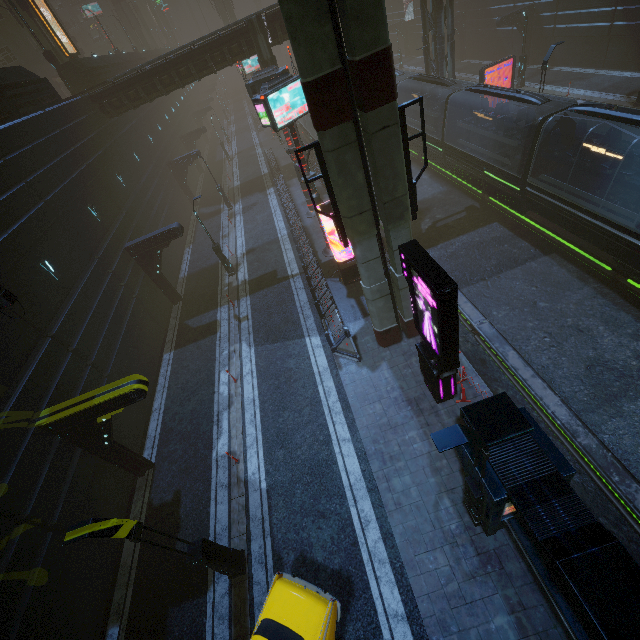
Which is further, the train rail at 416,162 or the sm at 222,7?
the sm at 222,7

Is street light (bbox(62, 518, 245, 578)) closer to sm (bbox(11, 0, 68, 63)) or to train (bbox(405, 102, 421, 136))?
sm (bbox(11, 0, 68, 63))

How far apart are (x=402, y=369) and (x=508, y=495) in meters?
6.9

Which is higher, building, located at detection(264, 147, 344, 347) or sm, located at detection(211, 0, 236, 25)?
sm, located at detection(211, 0, 236, 25)

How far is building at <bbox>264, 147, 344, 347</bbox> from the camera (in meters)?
15.55

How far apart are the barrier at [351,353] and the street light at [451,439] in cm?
734

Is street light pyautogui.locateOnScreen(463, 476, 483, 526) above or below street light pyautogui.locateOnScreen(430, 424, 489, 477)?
below

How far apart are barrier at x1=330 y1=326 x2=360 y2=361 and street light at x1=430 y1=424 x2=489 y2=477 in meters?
7.3 m
